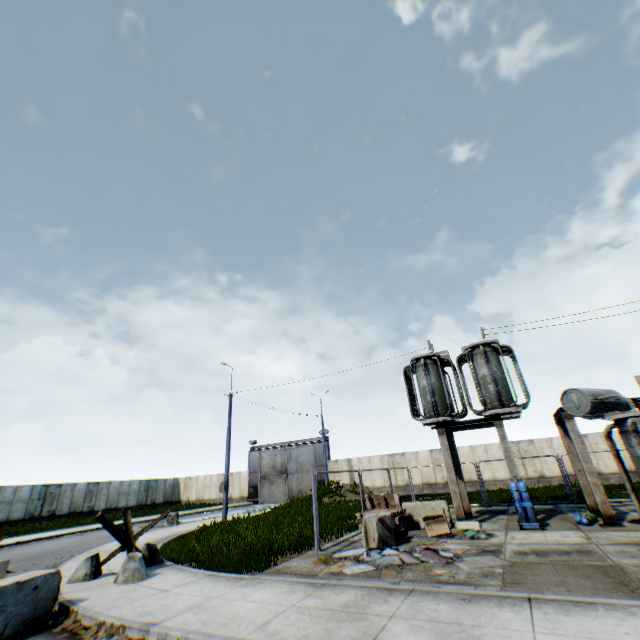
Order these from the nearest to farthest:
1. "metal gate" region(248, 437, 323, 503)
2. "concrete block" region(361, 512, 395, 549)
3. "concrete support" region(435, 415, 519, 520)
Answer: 1. "concrete block" region(361, 512, 395, 549)
2. "concrete support" region(435, 415, 519, 520)
3. "metal gate" region(248, 437, 323, 503)

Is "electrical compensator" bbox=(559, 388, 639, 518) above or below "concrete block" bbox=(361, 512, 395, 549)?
above

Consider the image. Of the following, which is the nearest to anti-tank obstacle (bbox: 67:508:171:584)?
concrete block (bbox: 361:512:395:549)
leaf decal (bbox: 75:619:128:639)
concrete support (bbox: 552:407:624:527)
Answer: leaf decal (bbox: 75:619:128:639)

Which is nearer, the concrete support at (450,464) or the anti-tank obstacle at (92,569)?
the anti-tank obstacle at (92,569)

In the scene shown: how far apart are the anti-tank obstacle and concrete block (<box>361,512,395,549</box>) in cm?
591

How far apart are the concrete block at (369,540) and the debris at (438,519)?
1.3 meters

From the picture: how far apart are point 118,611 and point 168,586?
1.5m

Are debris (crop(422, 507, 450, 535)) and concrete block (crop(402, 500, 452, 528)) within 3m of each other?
yes
